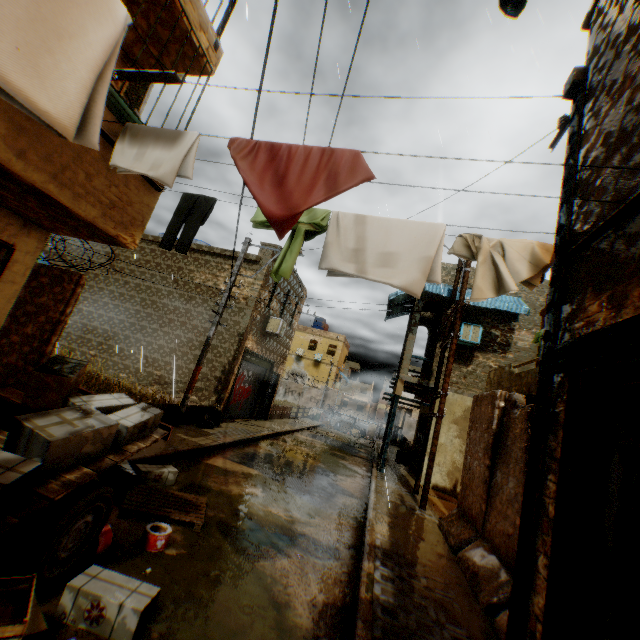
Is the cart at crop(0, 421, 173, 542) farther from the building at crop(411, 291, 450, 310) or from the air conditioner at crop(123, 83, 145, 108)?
the air conditioner at crop(123, 83, 145, 108)

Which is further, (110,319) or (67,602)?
(110,319)

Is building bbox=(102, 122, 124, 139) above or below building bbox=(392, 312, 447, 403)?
below

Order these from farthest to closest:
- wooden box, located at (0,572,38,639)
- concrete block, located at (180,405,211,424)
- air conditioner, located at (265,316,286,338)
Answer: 1. air conditioner, located at (265,316,286,338)
2. concrete block, located at (180,405,211,424)
3. wooden box, located at (0,572,38,639)

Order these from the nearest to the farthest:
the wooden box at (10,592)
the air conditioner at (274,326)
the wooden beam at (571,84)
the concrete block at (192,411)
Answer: the wooden box at (10,592)
the wooden beam at (571,84)
the concrete block at (192,411)
the air conditioner at (274,326)

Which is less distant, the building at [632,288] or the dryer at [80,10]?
the dryer at [80,10]

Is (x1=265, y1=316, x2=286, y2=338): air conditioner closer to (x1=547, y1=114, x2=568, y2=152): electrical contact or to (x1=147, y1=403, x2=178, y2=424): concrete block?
(x1=147, y1=403, x2=178, y2=424): concrete block

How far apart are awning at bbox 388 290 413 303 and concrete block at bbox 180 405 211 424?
2.63m
